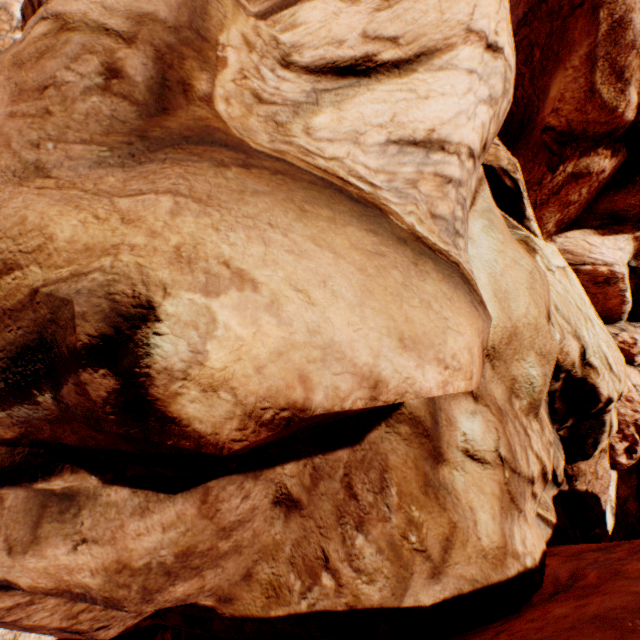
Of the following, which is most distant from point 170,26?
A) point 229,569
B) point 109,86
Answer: point 229,569
